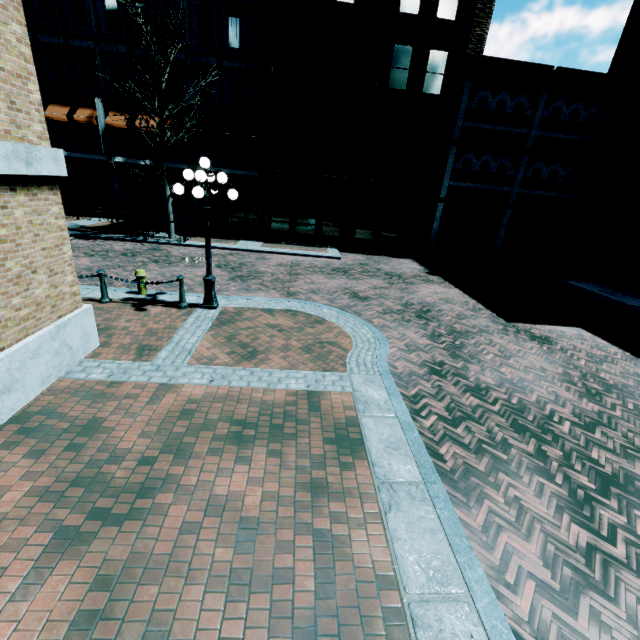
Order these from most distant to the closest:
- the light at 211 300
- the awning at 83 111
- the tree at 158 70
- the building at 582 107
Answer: the awning at 83 111 → the building at 582 107 → the tree at 158 70 → the light at 211 300

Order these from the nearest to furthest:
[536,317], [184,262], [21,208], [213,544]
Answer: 1. [213,544]
2. [21,208]
3. [536,317]
4. [184,262]

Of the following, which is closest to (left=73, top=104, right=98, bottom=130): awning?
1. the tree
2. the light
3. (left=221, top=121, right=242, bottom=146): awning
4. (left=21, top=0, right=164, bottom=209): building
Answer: (left=21, top=0, right=164, bottom=209): building

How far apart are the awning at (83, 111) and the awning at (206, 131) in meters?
5.5 m

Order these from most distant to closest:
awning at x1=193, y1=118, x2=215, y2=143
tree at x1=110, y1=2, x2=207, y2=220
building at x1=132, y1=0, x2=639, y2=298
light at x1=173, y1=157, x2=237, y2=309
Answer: awning at x1=193, y1=118, x2=215, y2=143 < building at x1=132, y1=0, x2=639, y2=298 < tree at x1=110, y1=2, x2=207, y2=220 < light at x1=173, y1=157, x2=237, y2=309

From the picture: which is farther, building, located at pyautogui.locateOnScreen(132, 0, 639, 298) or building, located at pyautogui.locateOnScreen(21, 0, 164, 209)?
building, located at pyautogui.locateOnScreen(21, 0, 164, 209)

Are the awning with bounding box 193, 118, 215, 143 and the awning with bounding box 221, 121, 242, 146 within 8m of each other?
yes

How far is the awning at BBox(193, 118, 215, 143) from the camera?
19.12m
